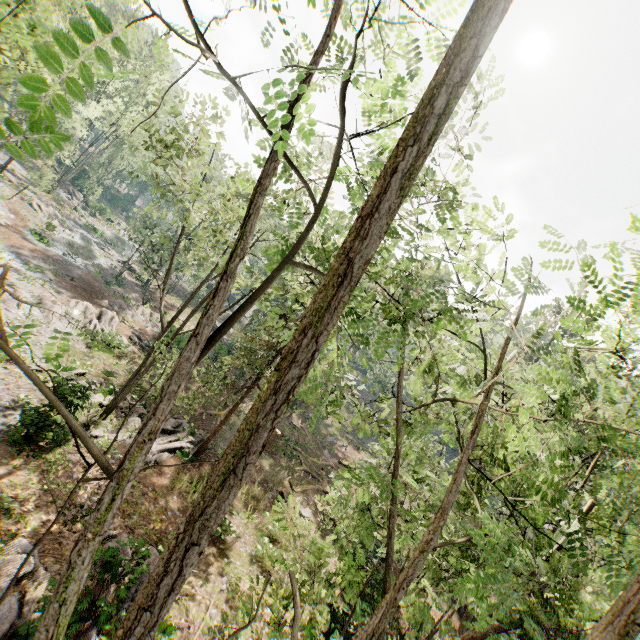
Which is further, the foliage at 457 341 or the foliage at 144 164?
the foliage at 144 164

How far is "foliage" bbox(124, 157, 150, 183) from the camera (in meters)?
16.27

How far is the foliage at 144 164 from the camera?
16.3 meters

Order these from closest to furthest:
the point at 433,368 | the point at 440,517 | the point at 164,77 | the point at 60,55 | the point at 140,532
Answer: the point at 440,517 < the point at 433,368 < the point at 60,55 < the point at 140,532 < the point at 164,77

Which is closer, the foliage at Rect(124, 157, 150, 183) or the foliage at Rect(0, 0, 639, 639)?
the foliage at Rect(0, 0, 639, 639)
